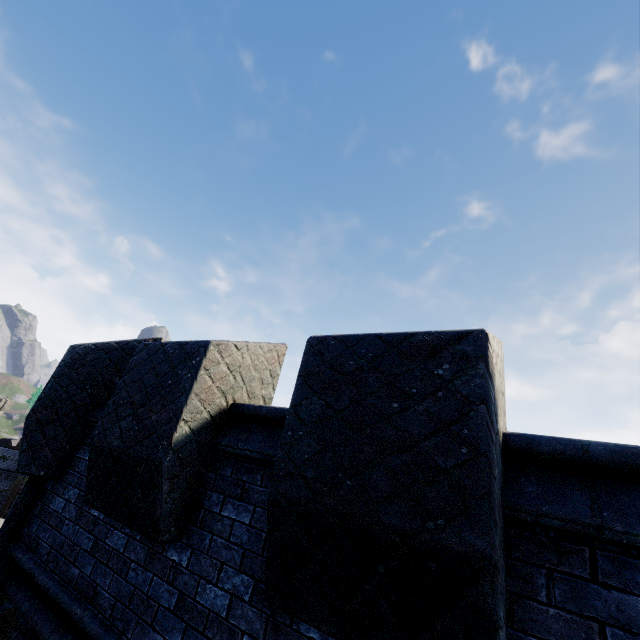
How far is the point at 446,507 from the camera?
1.6m
